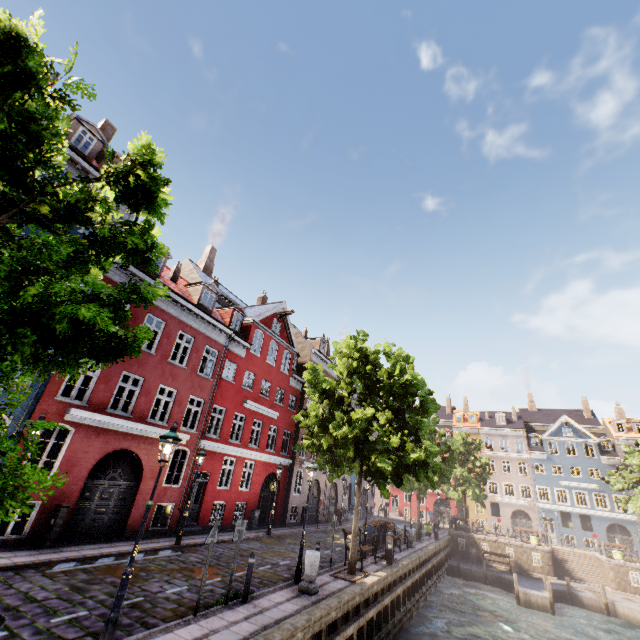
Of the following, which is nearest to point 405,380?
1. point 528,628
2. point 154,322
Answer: point 154,322

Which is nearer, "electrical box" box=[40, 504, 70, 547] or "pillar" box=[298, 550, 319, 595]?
"pillar" box=[298, 550, 319, 595]

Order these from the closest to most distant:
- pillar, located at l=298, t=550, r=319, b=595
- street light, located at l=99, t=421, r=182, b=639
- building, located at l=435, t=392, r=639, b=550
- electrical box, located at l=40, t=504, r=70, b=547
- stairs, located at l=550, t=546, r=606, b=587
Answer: street light, located at l=99, t=421, r=182, b=639 → pillar, located at l=298, t=550, r=319, b=595 → electrical box, located at l=40, t=504, r=70, b=547 → stairs, located at l=550, t=546, r=606, b=587 → building, located at l=435, t=392, r=639, b=550

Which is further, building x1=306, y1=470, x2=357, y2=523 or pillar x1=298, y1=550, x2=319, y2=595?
building x1=306, y1=470, x2=357, y2=523

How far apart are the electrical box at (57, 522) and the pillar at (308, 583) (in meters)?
8.66

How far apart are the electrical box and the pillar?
8.7m

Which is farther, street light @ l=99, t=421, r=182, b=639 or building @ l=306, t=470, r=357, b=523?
building @ l=306, t=470, r=357, b=523

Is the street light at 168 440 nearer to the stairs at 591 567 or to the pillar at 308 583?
the pillar at 308 583
